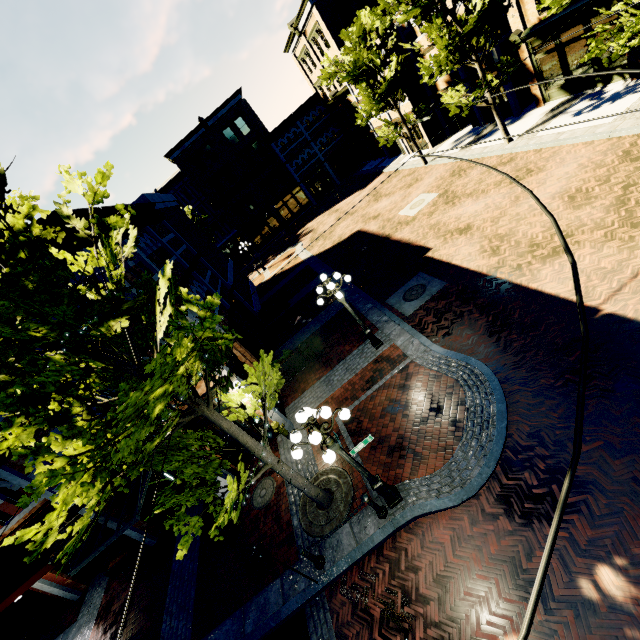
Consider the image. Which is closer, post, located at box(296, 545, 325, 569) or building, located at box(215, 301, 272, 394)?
post, located at box(296, 545, 325, 569)

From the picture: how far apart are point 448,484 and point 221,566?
7.3 meters

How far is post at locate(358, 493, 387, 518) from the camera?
7.29m

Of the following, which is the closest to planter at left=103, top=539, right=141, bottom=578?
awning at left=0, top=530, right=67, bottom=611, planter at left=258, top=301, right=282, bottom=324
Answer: awning at left=0, top=530, right=67, bottom=611

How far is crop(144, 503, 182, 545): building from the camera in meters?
12.3 m

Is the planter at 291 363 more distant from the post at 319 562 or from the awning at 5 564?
the awning at 5 564

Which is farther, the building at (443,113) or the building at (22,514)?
the building at (443,113)
